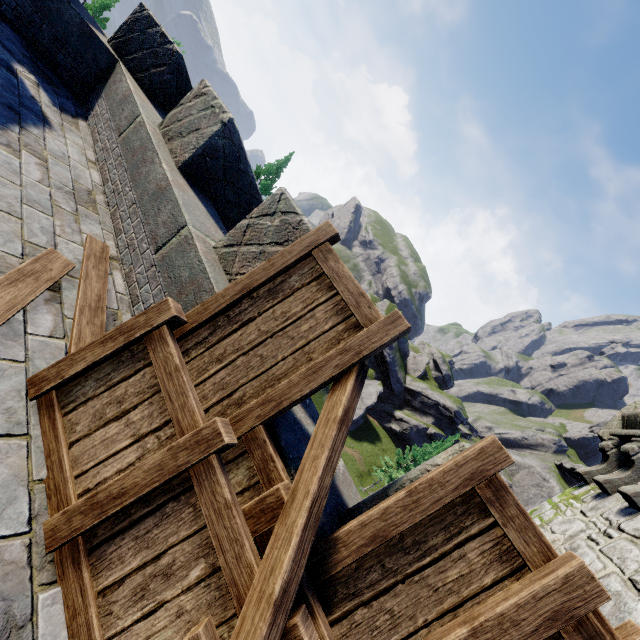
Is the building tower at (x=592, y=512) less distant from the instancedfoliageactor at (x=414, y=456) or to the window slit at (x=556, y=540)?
the window slit at (x=556, y=540)

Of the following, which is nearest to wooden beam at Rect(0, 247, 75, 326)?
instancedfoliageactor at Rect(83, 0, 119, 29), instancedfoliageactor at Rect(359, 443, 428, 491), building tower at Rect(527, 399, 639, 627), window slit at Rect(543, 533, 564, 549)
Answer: building tower at Rect(527, 399, 639, 627)

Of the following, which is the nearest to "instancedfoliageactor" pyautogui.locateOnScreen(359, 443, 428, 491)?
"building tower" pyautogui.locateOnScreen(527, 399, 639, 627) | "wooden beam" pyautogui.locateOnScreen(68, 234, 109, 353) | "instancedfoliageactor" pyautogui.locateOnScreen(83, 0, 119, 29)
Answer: "building tower" pyautogui.locateOnScreen(527, 399, 639, 627)

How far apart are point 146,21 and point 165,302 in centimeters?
665cm

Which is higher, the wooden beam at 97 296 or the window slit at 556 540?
the window slit at 556 540

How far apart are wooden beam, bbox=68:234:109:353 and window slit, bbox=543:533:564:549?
4.79m

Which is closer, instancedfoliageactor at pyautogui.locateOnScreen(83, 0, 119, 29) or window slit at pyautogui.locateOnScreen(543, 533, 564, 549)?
window slit at pyautogui.locateOnScreen(543, 533, 564, 549)

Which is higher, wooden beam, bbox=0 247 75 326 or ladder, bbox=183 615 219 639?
ladder, bbox=183 615 219 639
